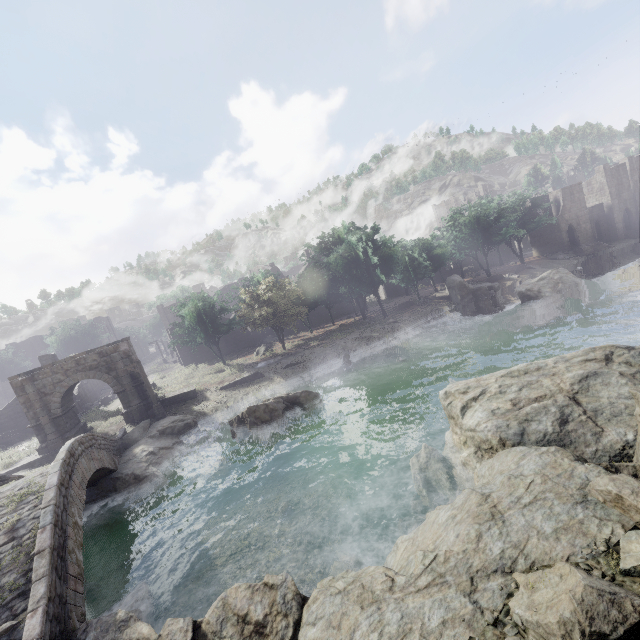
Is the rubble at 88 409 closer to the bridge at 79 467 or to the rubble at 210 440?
the bridge at 79 467

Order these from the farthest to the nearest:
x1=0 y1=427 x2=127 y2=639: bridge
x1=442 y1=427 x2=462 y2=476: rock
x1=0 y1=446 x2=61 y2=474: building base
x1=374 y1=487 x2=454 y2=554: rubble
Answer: x1=0 y1=446 x2=61 y2=474: building base < x1=442 y1=427 x2=462 y2=476: rock < x1=374 y1=487 x2=454 y2=554: rubble < x1=0 y1=427 x2=127 y2=639: bridge

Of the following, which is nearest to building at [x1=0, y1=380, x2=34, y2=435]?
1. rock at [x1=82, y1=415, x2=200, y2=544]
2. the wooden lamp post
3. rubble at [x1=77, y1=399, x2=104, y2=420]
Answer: rubble at [x1=77, y1=399, x2=104, y2=420]

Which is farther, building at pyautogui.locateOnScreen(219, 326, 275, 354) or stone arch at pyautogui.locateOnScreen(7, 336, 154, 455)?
building at pyautogui.locateOnScreen(219, 326, 275, 354)

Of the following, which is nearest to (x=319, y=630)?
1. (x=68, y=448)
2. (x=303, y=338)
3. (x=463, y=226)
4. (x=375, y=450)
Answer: (x=375, y=450)

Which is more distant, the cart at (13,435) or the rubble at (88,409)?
the rubble at (88,409)

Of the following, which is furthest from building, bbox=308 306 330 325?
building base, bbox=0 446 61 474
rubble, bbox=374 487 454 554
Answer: rubble, bbox=374 487 454 554

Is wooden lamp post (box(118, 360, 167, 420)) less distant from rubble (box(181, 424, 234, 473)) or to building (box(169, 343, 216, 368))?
rubble (box(181, 424, 234, 473))
